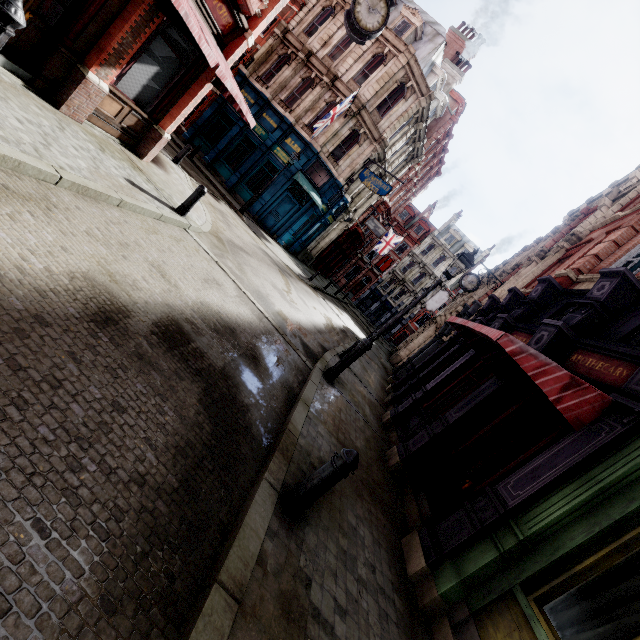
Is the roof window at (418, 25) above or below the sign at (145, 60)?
above

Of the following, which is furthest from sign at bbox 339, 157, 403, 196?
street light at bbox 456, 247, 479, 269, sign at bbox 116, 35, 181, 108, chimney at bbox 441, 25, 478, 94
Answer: sign at bbox 116, 35, 181, 108

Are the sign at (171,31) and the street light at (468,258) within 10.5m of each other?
yes

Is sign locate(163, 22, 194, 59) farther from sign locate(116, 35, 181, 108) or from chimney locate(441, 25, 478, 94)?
chimney locate(441, 25, 478, 94)

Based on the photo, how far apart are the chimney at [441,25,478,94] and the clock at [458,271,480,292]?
21.8 meters

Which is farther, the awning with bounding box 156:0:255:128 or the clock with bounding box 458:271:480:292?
the clock with bounding box 458:271:480:292

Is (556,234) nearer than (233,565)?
No

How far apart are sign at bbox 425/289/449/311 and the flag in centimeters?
754cm
